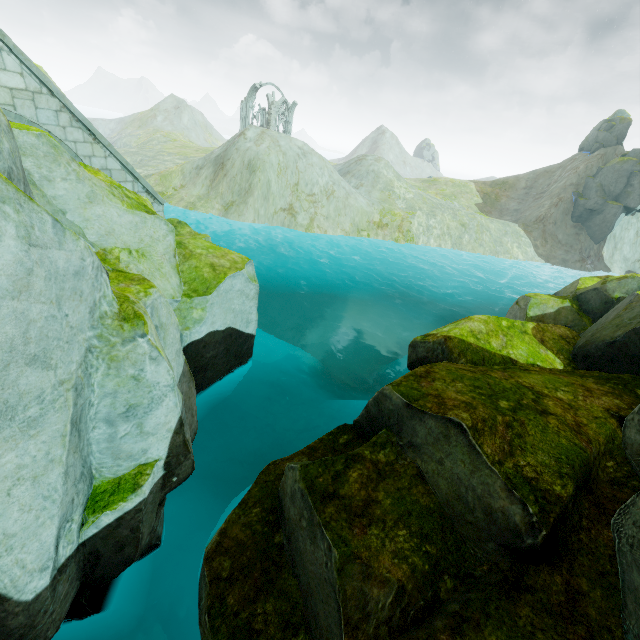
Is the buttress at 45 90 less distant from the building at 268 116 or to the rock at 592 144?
the rock at 592 144

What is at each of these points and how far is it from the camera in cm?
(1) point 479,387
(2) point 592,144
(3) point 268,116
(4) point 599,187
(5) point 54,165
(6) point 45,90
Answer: (1) rock, 676
(2) rock, 4600
(3) building, 5506
(4) rock, 4125
(5) rock, 776
(6) buttress, 878

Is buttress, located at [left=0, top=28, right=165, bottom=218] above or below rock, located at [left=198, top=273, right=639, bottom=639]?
above

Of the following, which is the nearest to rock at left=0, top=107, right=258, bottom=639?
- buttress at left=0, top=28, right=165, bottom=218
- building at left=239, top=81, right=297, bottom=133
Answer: buttress at left=0, top=28, right=165, bottom=218

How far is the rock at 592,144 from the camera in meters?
43.8

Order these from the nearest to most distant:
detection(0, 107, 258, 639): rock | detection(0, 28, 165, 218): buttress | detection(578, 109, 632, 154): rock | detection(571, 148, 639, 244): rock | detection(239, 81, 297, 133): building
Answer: detection(0, 107, 258, 639): rock, detection(0, 28, 165, 218): buttress, detection(571, 148, 639, 244): rock, detection(578, 109, 632, 154): rock, detection(239, 81, 297, 133): building
